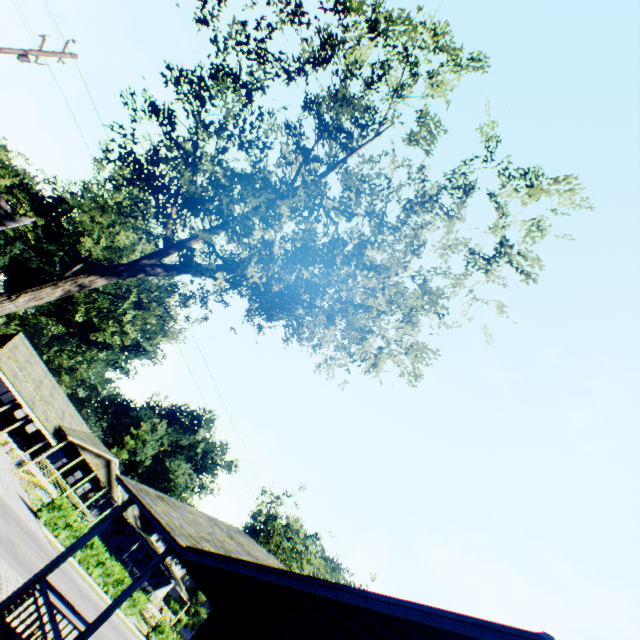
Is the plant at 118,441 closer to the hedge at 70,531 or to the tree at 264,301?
the hedge at 70,531

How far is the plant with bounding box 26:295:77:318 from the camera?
54.06m

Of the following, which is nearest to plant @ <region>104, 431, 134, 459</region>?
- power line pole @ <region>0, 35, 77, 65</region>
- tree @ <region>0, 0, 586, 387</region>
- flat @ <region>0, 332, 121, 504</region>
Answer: flat @ <region>0, 332, 121, 504</region>

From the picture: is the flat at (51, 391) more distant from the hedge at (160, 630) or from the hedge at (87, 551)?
the hedge at (160, 630)

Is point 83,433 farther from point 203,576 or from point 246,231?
point 246,231

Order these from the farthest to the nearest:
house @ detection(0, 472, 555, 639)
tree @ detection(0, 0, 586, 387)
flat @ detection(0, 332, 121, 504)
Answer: flat @ detection(0, 332, 121, 504), tree @ detection(0, 0, 586, 387), house @ detection(0, 472, 555, 639)

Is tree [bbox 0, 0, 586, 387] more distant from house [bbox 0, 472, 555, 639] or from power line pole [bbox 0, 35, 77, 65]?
power line pole [bbox 0, 35, 77, 65]

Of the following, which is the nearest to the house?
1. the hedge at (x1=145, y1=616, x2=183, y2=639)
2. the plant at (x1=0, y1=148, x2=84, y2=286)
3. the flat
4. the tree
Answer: the tree
